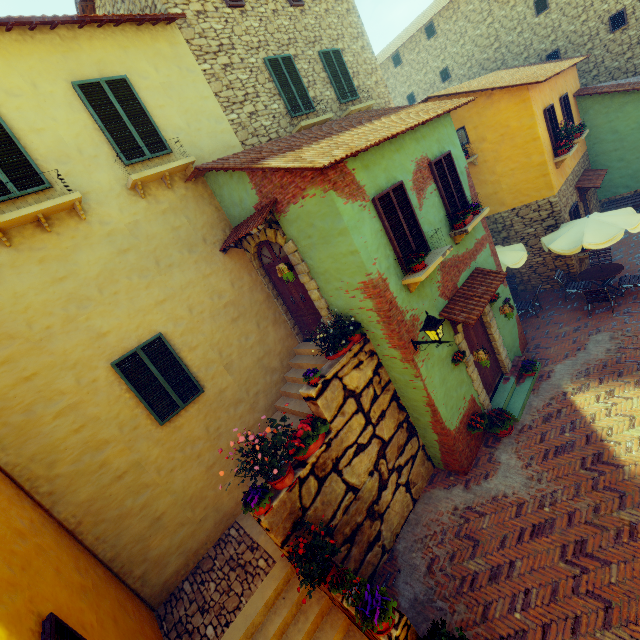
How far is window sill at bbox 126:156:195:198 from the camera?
6.59m

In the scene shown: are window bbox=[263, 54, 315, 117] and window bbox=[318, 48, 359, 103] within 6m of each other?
yes

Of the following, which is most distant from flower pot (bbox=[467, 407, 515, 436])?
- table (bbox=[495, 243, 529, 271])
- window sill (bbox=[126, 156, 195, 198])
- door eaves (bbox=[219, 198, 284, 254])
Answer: window sill (bbox=[126, 156, 195, 198])

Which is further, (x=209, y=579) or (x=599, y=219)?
(x=599, y=219)

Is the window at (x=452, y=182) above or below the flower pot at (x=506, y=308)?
above

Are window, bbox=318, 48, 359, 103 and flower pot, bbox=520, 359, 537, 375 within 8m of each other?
no

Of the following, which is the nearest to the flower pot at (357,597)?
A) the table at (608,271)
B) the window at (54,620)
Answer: the window at (54,620)

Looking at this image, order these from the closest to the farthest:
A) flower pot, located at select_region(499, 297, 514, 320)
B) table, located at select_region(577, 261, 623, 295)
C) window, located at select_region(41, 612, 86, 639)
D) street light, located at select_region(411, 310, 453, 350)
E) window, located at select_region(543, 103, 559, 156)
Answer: window, located at select_region(41, 612, 86, 639), street light, located at select_region(411, 310, 453, 350), flower pot, located at select_region(499, 297, 514, 320), table, located at select_region(577, 261, 623, 295), window, located at select_region(543, 103, 559, 156)
